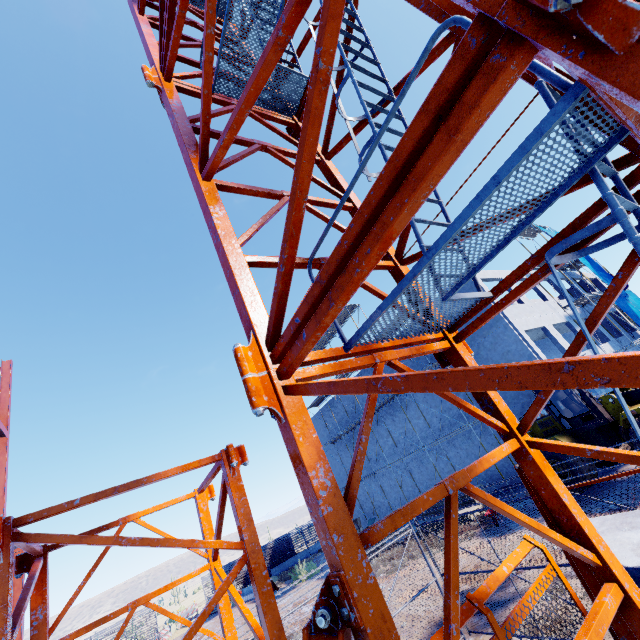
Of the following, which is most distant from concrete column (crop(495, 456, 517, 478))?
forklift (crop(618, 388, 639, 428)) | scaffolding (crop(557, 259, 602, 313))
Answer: forklift (crop(618, 388, 639, 428))

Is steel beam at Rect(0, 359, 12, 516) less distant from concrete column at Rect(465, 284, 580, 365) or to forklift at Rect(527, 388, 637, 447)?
forklift at Rect(527, 388, 637, 447)

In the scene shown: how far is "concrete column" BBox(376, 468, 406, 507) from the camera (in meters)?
25.92

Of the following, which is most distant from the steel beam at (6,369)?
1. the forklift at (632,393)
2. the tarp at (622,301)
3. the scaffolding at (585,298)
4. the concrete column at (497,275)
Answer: the tarp at (622,301)

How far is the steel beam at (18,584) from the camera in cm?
1422

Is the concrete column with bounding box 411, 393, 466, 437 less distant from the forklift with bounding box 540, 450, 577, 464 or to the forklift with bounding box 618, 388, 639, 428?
the forklift with bounding box 540, 450, 577, 464

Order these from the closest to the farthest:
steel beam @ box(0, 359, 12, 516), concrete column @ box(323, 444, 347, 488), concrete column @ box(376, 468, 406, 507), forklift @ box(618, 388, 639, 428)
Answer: forklift @ box(618, 388, 639, 428) < steel beam @ box(0, 359, 12, 516) < concrete column @ box(376, 468, 406, 507) < concrete column @ box(323, 444, 347, 488)

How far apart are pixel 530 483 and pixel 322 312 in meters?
3.1
